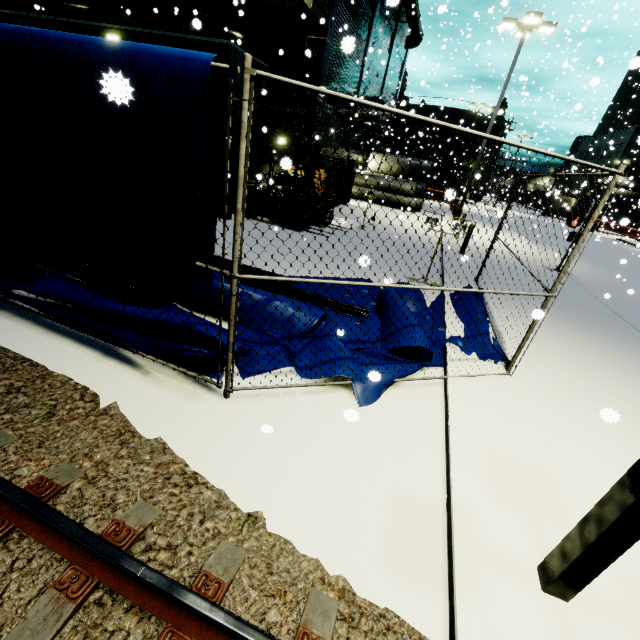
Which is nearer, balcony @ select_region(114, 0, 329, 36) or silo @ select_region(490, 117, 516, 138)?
balcony @ select_region(114, 0, 329, 36)

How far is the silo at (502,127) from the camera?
48.5m

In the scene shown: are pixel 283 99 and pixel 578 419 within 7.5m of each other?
no

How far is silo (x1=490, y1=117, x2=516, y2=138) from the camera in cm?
4850

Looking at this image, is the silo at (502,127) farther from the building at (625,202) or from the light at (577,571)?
the light at (577,571)

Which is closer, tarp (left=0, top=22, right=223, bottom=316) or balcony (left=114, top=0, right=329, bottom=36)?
tarp (left=0, top=22, right=223, bottom=316)

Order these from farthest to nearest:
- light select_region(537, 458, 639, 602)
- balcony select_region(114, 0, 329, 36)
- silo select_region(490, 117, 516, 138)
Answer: silo select_region(490, 117, 516, 138) < balcony select_region(114, 0, 329, 36) < light select_region(537, 458, 639, 602)

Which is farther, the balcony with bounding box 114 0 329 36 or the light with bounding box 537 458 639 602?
the balcony with bounding box 114 0 329 36
